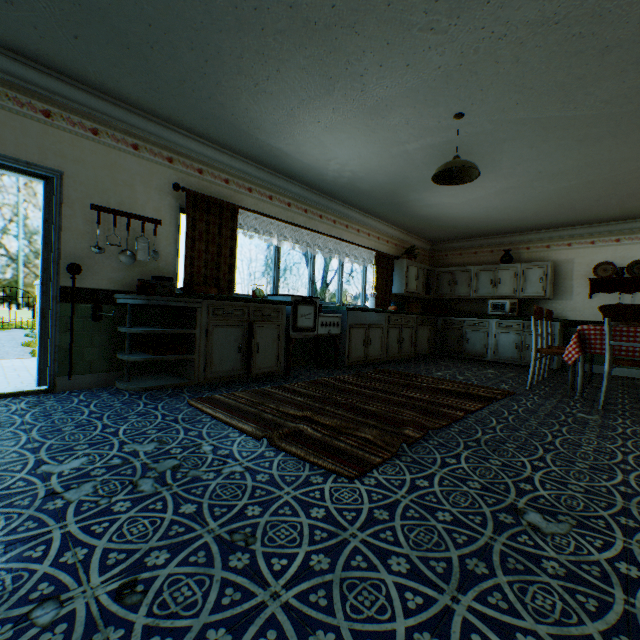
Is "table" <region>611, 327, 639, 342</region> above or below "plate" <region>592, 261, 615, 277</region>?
below

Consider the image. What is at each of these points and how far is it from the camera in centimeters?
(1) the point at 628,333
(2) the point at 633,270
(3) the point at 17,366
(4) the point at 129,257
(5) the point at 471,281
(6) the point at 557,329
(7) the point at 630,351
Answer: (1) table, 394cm
(2) plate, 655cm
(3) stairs, 446cm
(4) skimmer, 379cm
(5) cabinet, 834cm
(6) cabinet, 685cm
(7) table, 393cm

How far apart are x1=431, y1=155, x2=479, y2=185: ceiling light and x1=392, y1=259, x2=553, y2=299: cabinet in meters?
4.1

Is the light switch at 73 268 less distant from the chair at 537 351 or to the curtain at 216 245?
→ the curtain at 216 245

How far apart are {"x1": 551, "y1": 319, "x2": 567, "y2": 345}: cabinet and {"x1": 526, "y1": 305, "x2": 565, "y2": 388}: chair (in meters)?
2.21

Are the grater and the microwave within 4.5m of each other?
no

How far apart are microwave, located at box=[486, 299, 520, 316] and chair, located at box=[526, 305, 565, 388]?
2.6m

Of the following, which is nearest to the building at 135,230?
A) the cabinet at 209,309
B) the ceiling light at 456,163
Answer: the cabinet at 209,309
